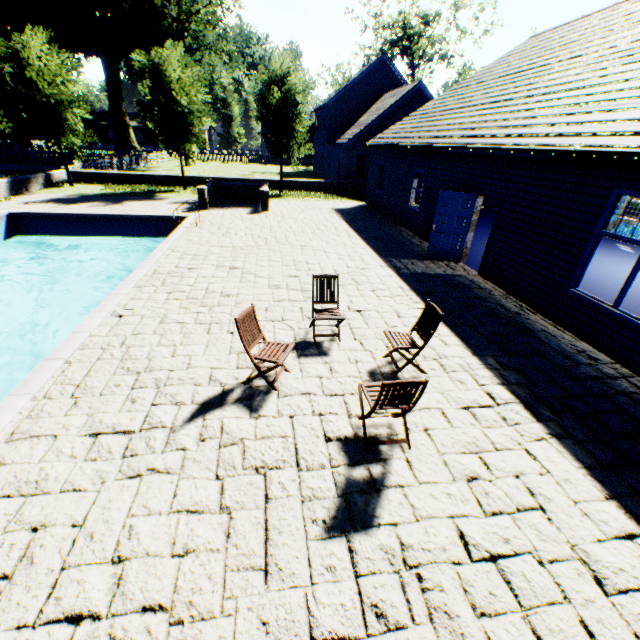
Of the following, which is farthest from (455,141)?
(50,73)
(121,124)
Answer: (121,124)

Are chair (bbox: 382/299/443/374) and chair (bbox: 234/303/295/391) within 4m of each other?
yes

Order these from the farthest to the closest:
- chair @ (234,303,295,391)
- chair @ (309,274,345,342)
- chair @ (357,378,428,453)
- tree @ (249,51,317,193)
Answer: tree @ (249,51,317,193), chair @ (309,274,345,342), chair @ (234,303,295,391), chair @ (357,378,428,453)

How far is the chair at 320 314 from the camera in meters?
5.9

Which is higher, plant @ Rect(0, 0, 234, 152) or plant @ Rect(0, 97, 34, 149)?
plant @ Rect(0, 0, 234, 152)

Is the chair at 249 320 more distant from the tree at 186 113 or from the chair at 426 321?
the tree at 186 113

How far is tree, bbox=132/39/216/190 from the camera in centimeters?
1816cm

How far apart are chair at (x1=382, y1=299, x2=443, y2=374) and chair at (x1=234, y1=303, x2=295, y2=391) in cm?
162
